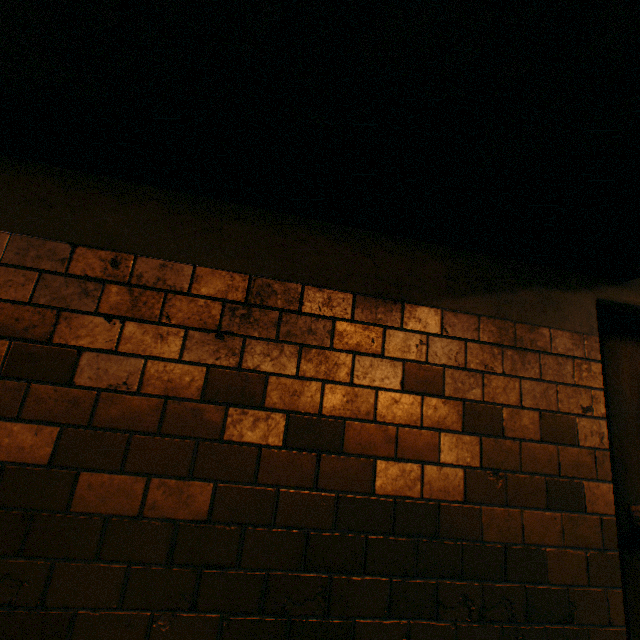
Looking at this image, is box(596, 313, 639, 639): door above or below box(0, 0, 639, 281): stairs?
below

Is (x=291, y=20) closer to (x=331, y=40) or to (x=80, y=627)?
(x=331, y=40)

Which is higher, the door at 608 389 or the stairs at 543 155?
the stairs at 543 155

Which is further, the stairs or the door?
the door

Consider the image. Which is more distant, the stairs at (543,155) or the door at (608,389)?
the door at (608,389)
